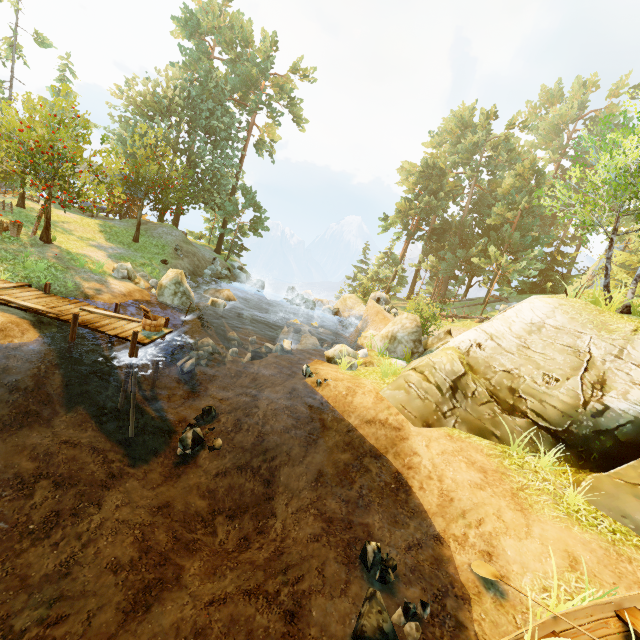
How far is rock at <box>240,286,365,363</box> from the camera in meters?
15.5 m

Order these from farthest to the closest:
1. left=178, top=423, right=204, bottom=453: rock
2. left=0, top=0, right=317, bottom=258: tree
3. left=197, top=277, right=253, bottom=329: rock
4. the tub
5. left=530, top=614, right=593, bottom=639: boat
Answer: left=197, top=277, right=253, bottom=329: rock → left=0, top=0, right=317, bottom=258: tree → the tub → left=178, top=423, right=204, bottom=453: rock → left=530, top=614, right=593, bottom=639: boat

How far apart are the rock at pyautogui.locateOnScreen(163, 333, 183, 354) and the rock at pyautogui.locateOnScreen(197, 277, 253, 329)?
4.8 meters

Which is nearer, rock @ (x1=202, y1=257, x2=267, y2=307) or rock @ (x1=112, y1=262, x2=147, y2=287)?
rock @ (x1=112, y1=262, x2=147, y2=287)

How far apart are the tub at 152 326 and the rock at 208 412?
3.04m

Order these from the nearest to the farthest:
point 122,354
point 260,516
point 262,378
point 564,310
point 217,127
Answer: point 260,516 → point 564,310 → point 122,354 → point 262,378 → point 217,127

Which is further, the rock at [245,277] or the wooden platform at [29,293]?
the rock at [245,277]

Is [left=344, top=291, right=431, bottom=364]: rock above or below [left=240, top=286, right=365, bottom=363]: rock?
above
